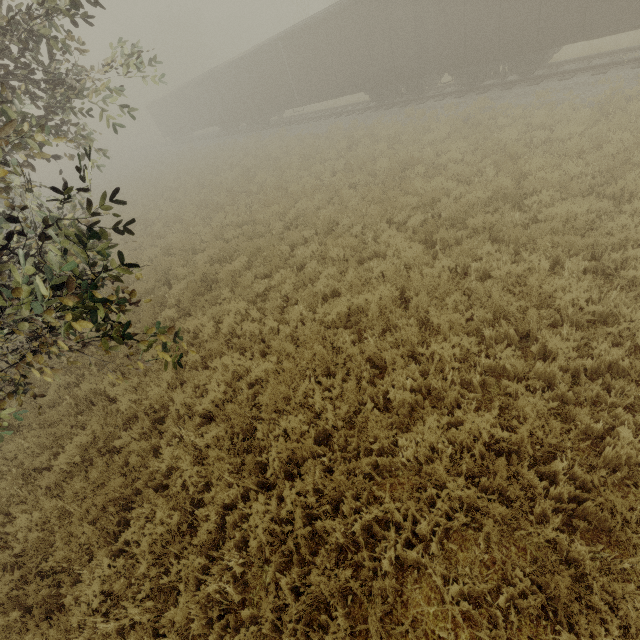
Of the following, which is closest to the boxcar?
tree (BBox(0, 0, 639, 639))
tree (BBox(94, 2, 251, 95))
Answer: tree (BBox(0, 0, 639, 639))

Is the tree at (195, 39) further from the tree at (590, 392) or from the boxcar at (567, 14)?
the tree at (590, 392)

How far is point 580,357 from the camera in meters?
4.8 m

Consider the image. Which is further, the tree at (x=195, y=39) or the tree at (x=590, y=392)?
the tree at (x=195, y=39)

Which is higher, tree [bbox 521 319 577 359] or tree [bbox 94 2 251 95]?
tree [bbox 94 2 251 95]

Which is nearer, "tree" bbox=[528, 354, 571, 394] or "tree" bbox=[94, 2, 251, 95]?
"tree" bbox=[528, 354, 571, 394]

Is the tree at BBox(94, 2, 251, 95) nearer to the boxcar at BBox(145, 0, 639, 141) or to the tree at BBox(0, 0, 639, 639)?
the boxcar at BBox(145, 0, 639, 141)

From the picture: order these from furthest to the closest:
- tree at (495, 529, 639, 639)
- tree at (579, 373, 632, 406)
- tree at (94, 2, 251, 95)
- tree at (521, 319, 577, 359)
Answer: tree at (94, 2, 251, 95), tree at (521, 319, 577, 359), tree at (579, 373, 632, 406), tree at (495, 529, 639, 639)
